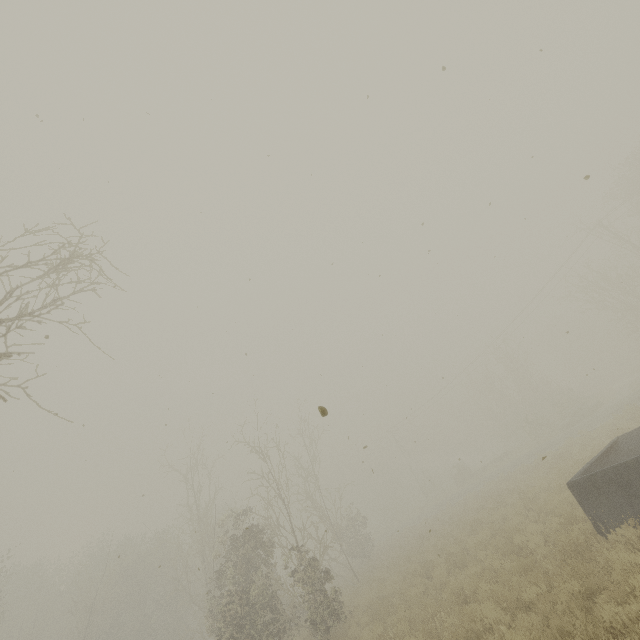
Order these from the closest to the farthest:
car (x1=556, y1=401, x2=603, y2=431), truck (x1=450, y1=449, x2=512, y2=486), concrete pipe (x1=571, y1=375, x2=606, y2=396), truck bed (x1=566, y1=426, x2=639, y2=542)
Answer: truck bed (x1=566, y1=426, x2=639, y2=542), car (x1=556, y1=401, x2=603, y2=431), truck (x1=450, y1=449, x2=512, y2=486), concrete pipe (x1=571, y1=375, x2=606, y2=396)

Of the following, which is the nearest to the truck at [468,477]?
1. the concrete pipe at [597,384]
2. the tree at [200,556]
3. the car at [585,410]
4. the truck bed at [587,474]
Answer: the car at [585,410]

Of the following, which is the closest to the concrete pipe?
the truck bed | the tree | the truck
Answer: the truck

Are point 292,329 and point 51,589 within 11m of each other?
no

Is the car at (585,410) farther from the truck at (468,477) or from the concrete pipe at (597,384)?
the concrete pipe at (597,384)

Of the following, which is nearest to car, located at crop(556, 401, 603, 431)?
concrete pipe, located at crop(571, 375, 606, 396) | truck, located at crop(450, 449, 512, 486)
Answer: truck, located at crop(450, 449, 512, 486)

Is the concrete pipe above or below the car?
above

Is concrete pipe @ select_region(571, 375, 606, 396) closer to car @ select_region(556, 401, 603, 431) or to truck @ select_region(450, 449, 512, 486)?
truck @ select_region(450, 449, 512, 486)
